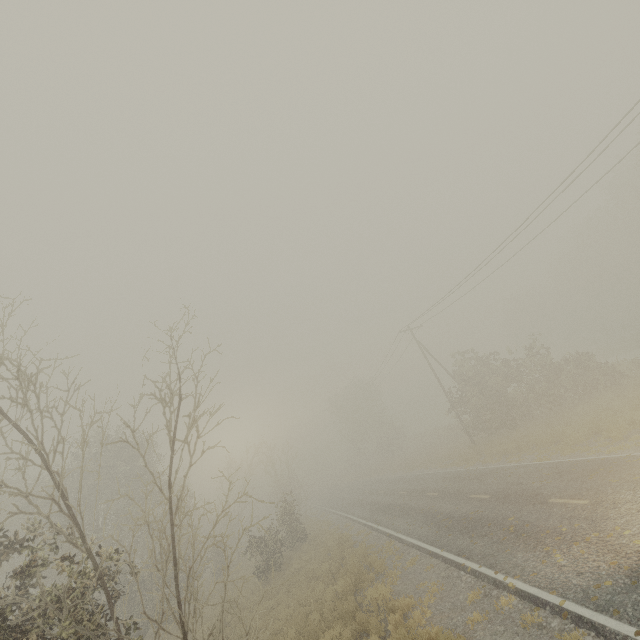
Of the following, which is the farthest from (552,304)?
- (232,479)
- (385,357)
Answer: (232,479)

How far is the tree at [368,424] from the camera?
51.0 meters

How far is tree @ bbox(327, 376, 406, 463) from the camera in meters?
51.0

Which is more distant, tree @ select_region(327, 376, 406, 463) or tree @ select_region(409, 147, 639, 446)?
tree @ select_region(327, 376, 406, 463)

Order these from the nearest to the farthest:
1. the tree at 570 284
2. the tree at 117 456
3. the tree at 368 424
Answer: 1. the tree at 117 456
2. the tree at 570 284
3. the tree at 368 424

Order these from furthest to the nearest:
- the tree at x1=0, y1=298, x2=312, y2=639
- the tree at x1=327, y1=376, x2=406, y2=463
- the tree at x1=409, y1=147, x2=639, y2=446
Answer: the tree at x1=327, y1=376, x2=406, y2=463 < the tree at x1=409, y1=147, x2=639, y2=446 < the tree at x1=0, y1=298, x2=312, y2=639
